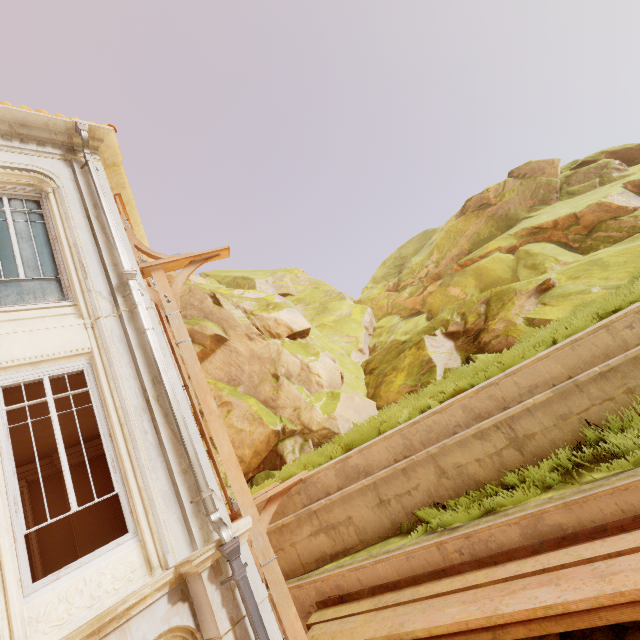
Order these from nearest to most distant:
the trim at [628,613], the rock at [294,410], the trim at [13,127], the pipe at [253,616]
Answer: the trim at [628,613] → the pipe at [253,616] → the trim at [13,127] → the rock at [294,410]

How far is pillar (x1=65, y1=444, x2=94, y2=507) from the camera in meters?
9.9 m

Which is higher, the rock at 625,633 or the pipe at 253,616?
the pipe at 253,616

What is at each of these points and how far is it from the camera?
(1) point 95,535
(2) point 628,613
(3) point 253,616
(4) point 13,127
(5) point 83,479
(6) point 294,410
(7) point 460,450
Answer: (1) pillar, 9.6 meters
(2) trim, 3.4 meters
(3) pipe, 3.9 meters
(4) trim, 6.1 meters
(5) pillar, 10.1 meters
(6) rock, 9.4 meters
(7) building, 5.6 meters

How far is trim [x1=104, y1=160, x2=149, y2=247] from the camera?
7.7m

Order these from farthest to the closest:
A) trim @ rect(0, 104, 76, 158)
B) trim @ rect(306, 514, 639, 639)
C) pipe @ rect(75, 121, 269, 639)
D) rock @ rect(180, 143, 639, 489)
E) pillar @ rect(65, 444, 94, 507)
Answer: pillar @ rect(65, 444, 94, 507)
rock @ rect(180, 143, 639, 489)
trim @ rect(0, 104, 76, 158)
pipe @ rect(75, 121, 269, 639)
trim @ rect(306, 514, 639, 639)

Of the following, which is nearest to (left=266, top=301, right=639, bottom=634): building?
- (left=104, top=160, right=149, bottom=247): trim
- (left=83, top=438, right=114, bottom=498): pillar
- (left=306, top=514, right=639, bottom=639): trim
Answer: (left=306, top=514, right=639, bottom=639): trim
